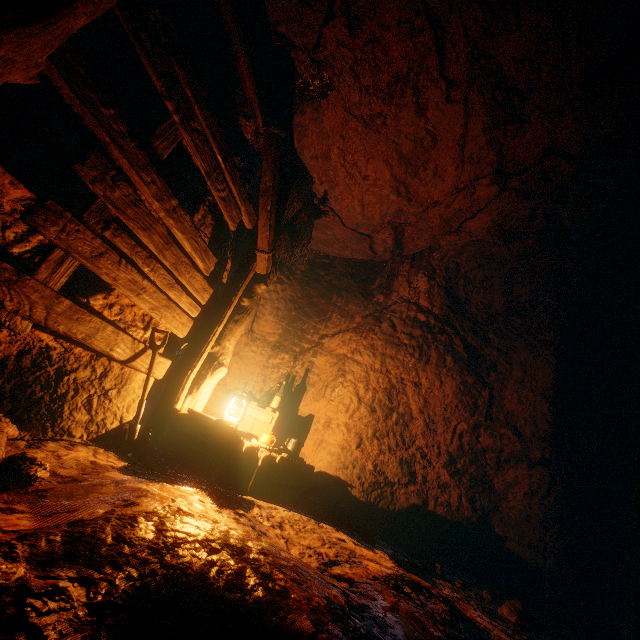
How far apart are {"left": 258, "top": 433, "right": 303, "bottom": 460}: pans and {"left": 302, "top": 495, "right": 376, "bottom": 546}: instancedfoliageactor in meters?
0.6 m

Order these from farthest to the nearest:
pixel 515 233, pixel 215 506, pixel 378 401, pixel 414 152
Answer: pixel 378 401
pixel 515 233
pixel 414 152
pixel 215 506

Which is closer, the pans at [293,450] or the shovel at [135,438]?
the shovel at [135,438]

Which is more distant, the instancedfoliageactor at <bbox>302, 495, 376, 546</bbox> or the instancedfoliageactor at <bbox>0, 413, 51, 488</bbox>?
the instancedfoliageactor at <bbox>302, 495, 376, 546</bbox>

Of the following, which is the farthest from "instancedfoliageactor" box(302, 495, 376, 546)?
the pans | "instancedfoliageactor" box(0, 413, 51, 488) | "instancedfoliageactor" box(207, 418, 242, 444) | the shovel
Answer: "instancedfoliageactor" box(0, 413, 51, 488)

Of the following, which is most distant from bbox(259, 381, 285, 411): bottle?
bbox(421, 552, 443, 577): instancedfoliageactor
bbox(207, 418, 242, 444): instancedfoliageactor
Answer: bbox(421, 552, 443, 577): instancedfoliageactor

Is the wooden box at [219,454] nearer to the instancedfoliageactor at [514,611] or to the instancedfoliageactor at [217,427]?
the instancedfoliageactor at [217,427]

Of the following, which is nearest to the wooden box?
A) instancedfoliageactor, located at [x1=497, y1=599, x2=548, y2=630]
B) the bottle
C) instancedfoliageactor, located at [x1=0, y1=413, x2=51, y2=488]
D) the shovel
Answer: Answer: the bottle
